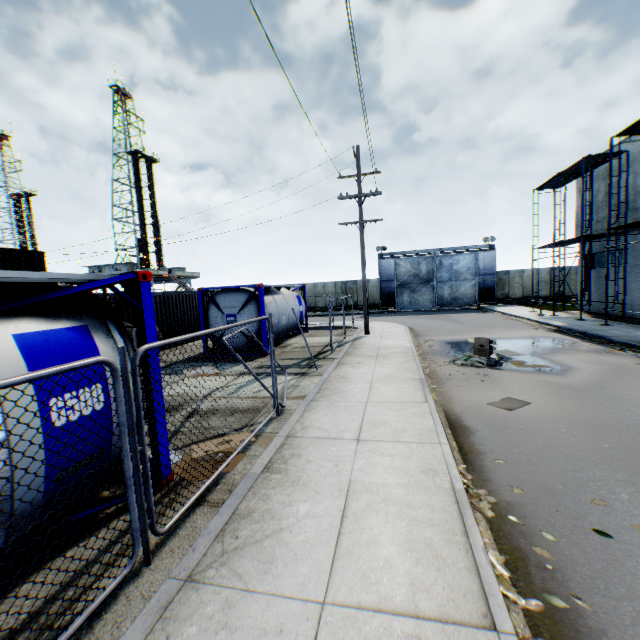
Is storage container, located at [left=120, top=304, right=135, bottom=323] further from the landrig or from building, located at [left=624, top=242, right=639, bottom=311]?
the landrig

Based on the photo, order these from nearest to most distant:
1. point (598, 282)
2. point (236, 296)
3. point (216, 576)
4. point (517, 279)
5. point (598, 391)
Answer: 1. point (216, 576)
2. point (598, 391)
3. point (236, 296)
4. point (598, 282)
5. point (517, 279)

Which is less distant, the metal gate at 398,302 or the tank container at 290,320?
the tank container at 290,320

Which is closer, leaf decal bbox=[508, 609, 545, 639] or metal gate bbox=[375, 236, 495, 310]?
leaf decal bbox=[508, 609, 545, 639]

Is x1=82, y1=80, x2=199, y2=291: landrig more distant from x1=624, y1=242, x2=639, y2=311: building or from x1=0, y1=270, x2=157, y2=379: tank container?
x1=624, y1=242, x2=639, y2=311: building

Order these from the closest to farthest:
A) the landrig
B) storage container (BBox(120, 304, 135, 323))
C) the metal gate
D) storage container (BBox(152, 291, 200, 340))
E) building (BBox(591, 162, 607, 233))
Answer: storage container (BBox(120, 304, 135, 323)) → storage container (BBox(152, 291, 200, 340)) → building (BBox(591, 162, 607, 233)) → the metal gate → the landrig

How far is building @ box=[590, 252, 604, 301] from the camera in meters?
20.5 m

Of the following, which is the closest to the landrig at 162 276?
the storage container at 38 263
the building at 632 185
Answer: the storage container at 38 263
